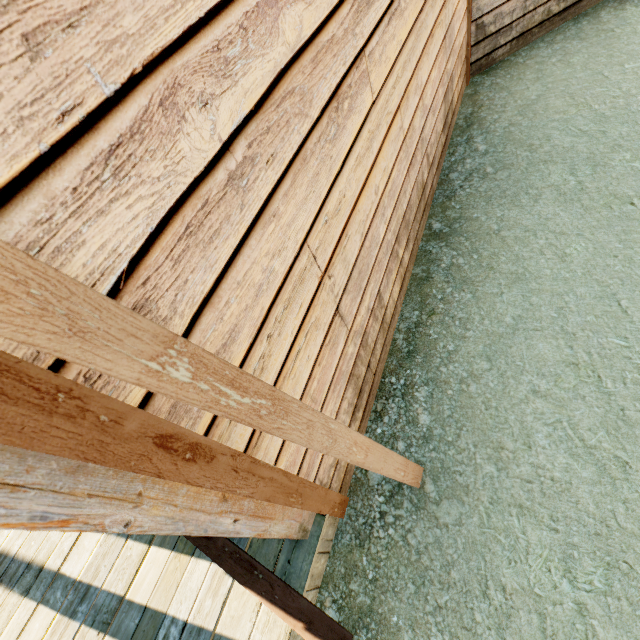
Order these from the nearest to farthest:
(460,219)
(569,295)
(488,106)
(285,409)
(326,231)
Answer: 1. (285,409)
2. (326,231)
3. (569,295)
4. (460,219)
5. (488,106)
